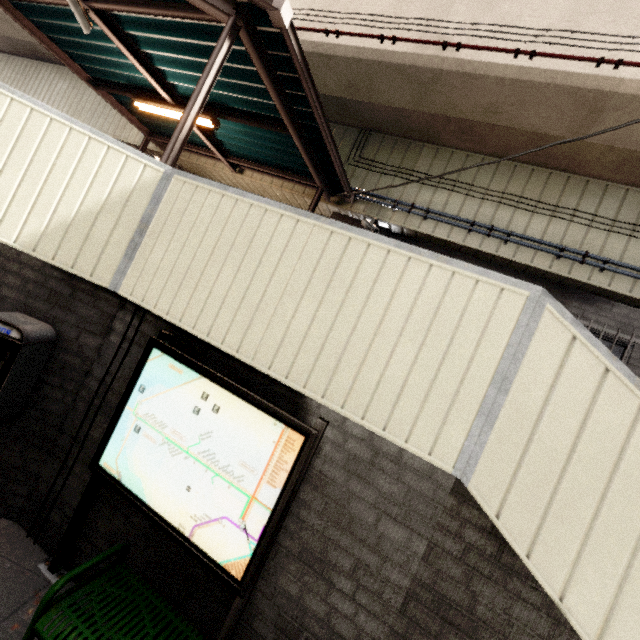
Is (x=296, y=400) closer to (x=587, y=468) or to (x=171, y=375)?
(x=171, y=375)

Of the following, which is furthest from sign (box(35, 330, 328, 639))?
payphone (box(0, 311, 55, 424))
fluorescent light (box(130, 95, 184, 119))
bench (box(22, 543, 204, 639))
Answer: fluorescent light (box(130, 95, 184, 119))

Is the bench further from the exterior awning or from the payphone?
the exterior awning

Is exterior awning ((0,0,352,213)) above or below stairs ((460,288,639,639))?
above

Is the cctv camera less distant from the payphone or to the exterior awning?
the exterior awning

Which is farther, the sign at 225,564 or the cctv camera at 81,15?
the cctv camera at 81,15

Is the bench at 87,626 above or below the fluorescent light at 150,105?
below

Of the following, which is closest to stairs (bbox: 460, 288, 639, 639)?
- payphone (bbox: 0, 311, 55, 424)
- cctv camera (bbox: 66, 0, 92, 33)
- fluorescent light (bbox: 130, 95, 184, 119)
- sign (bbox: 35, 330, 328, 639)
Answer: sign (bbox: 35, 330, 328, 639)
